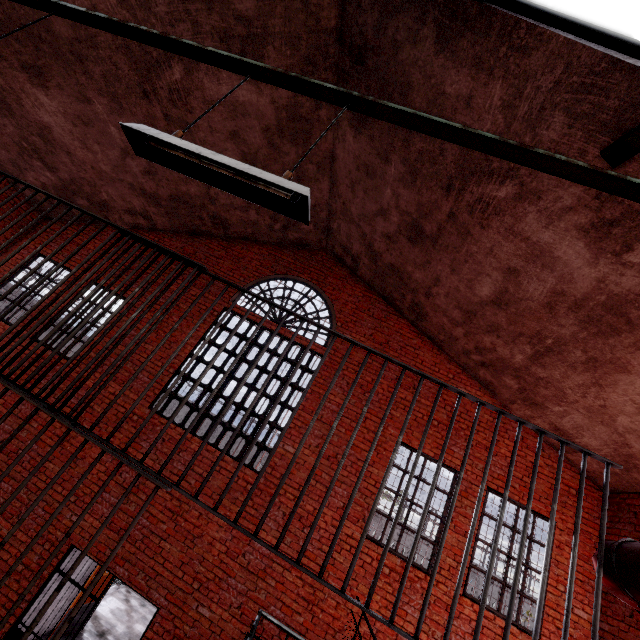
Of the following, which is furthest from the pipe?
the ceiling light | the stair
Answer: the stair

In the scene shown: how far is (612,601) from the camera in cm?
555

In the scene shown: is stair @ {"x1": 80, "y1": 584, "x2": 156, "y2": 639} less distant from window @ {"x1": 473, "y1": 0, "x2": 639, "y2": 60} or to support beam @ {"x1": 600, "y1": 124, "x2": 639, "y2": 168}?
support beam @ {"x1": 600, "y1": 124, "x2": 639, "y2": 168}

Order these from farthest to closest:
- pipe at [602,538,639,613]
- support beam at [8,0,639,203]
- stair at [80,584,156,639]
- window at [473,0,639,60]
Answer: stair at [80,584,156,639] → window at [473,0,639,60] → support beam at [8,0,639,203] → pipe at [602,538,639,613]

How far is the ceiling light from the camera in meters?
1.7 m

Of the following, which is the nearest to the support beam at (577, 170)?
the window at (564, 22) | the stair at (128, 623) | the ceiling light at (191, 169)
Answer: the window at (564, 22)

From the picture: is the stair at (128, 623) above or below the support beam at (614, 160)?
below

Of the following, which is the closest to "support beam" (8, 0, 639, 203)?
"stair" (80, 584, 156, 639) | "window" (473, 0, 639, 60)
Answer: "window" (473, 0, 639, 60)
